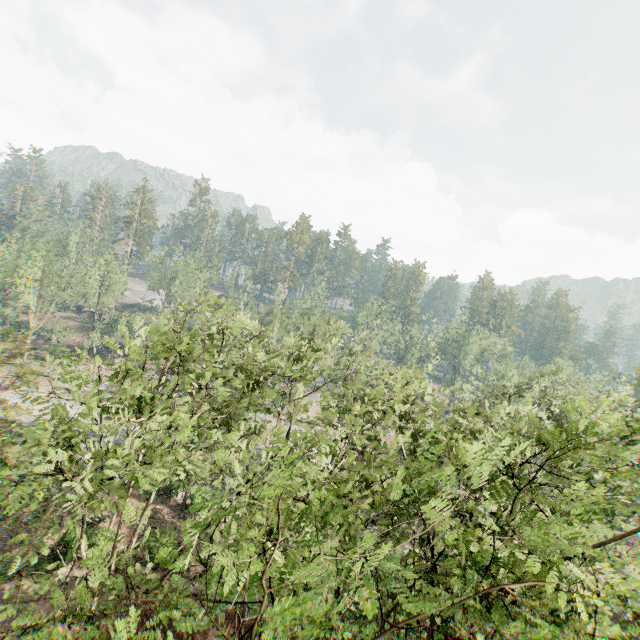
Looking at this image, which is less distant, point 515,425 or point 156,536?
point 515,425
